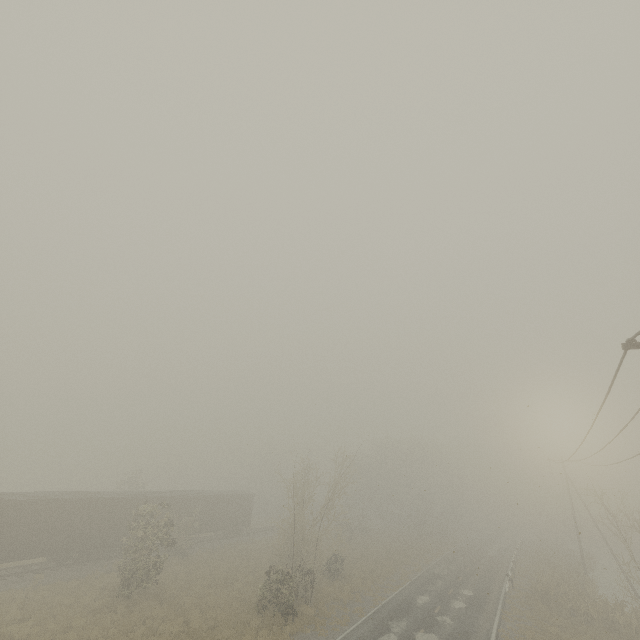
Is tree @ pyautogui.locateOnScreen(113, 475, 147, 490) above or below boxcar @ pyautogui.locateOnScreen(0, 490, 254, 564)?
above

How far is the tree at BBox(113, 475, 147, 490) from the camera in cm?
4018

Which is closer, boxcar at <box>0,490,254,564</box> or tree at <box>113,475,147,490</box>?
boxcar at <box>0,490,254,564</box>

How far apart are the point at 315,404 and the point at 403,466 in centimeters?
4449cm

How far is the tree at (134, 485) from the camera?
40.2m

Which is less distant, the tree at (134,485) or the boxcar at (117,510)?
the boxcar at (117,510)
